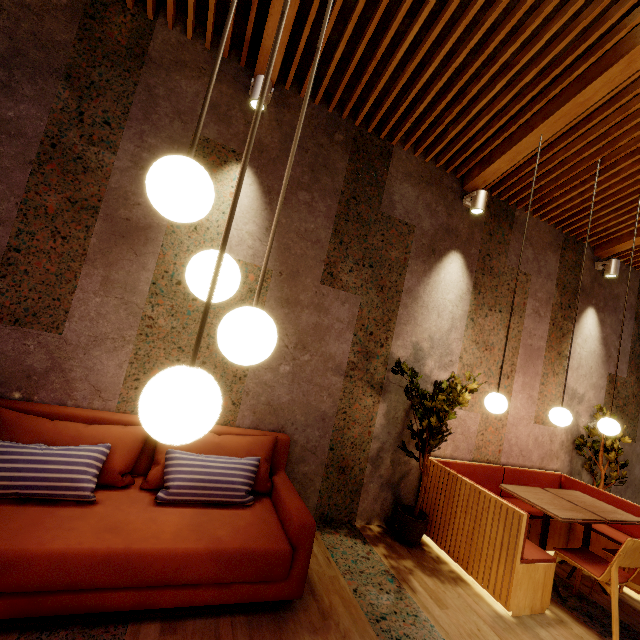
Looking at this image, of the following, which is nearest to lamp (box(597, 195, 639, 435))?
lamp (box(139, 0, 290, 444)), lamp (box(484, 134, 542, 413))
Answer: lamp (box(484, 134, 542, 413))

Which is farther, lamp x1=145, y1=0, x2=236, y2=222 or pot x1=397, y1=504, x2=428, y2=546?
pot x1=397, y1=504, x2=428, y2=546

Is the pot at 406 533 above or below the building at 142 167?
below

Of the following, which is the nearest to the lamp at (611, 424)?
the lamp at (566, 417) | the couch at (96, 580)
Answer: the lamp at (566, 417)

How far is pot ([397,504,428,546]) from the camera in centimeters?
323cm

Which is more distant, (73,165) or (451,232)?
(451,232)

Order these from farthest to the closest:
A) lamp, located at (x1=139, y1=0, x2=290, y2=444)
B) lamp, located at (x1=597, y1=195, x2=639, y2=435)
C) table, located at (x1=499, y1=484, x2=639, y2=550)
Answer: lamp, located at (x1=597, y1=195, x2=639, y2=435), table, located at (x1=499, y1=484, x2=639, y2=550), lamp, located at (x1=139, y1=0, x2=290, y2=444)

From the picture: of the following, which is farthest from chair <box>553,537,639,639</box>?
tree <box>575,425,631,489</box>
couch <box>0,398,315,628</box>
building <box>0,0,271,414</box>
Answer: couch <box>0,398,315,628</box>
